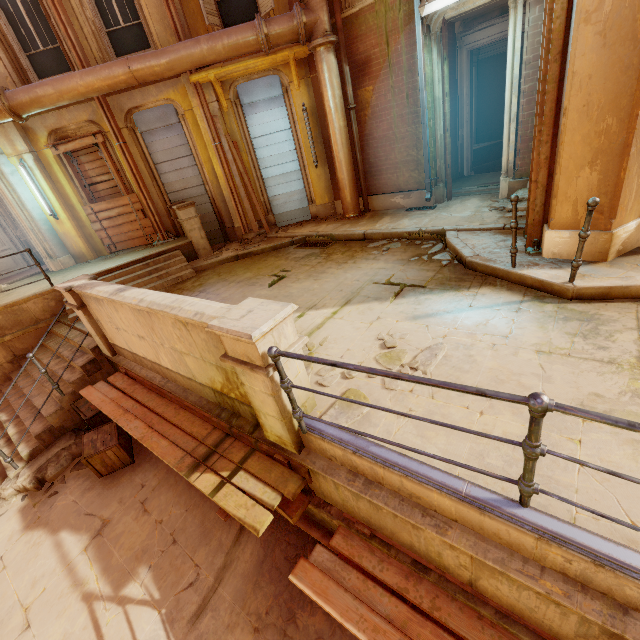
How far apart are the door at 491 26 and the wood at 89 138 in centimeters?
983cm

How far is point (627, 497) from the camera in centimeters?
202cm

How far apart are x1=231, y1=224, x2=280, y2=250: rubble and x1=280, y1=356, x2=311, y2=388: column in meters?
6.3

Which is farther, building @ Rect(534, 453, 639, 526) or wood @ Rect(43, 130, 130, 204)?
wood @ Rect(43, 130, 130, 204)

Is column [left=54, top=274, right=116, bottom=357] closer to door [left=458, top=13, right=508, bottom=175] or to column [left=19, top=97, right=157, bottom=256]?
column [left=19, top=97, right=157, bottom=256]

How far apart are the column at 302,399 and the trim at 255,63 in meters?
7.6

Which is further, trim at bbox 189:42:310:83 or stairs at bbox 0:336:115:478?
trim at bbox 189:42:310:83

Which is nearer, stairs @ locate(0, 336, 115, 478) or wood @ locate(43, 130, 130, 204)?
stairs @ locate(0, 336, 115, 478)
